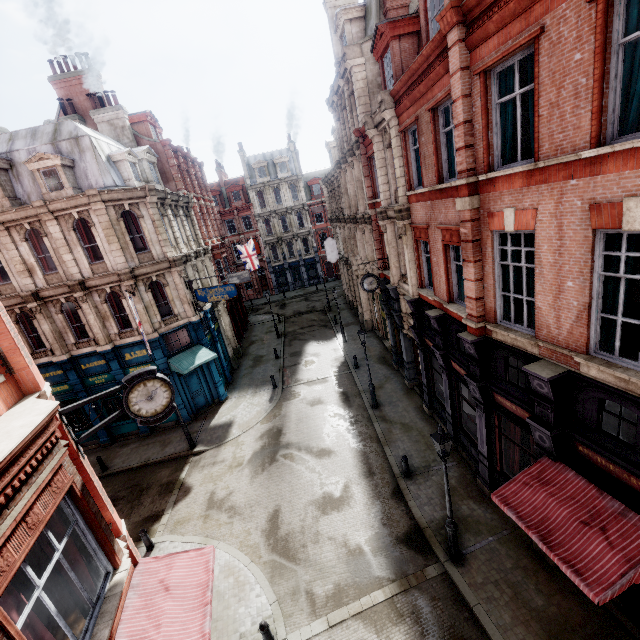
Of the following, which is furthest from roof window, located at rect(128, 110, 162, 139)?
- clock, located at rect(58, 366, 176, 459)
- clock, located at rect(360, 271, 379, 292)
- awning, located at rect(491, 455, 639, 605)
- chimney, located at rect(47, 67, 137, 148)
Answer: awning, located at rect(491, 455, 639, 605)

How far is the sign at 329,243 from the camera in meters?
30.9 m

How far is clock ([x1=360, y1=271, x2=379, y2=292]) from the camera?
16.8 meters

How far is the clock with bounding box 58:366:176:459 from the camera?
7.1m

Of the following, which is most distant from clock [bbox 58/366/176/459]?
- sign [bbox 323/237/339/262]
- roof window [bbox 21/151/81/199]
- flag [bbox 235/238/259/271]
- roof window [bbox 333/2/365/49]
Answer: flag [bbox 235/238/259/271]

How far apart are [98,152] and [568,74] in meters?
20.7

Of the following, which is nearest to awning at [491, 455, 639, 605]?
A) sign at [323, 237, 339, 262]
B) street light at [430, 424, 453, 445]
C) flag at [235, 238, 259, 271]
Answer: street light at [430, 424, 453, 445]

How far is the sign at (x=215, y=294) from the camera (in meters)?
18.91
